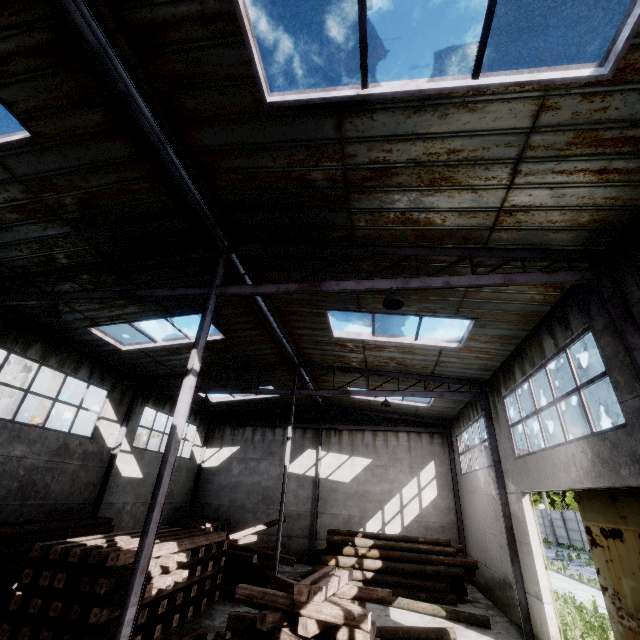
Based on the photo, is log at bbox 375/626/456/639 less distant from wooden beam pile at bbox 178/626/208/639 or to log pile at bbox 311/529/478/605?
wooden beam pile at bbox 178/626/208/639

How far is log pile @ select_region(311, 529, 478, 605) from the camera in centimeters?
1270cm

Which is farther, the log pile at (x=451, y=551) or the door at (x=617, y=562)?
the log pile at (x=451, y=551)

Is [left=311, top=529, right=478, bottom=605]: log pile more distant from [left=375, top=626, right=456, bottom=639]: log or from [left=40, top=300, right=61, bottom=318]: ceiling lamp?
[left=40, top=300, right=61, bottom=318]: ceiling lamp

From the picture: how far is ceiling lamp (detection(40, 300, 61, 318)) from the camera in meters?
7.7 m

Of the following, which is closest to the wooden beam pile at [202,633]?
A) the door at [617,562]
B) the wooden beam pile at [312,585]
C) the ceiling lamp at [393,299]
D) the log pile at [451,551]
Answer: the wooden beam pile at [312,585]

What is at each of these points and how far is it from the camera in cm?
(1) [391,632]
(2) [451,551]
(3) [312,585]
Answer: (1) log, 870
(2) log pile, 1350
(3) wooden beam pile, 602

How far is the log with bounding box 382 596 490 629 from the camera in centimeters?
1028cm
